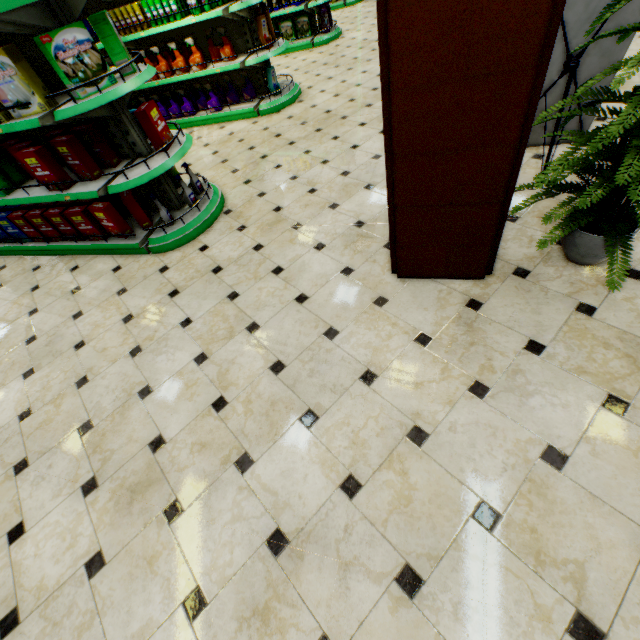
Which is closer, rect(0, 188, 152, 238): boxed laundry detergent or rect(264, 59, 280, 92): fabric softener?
rect(0, 188, 152, 238): boxed laundry detergent

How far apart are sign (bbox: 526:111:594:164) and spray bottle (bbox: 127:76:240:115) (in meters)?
4.85

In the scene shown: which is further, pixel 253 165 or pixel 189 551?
pixel 253 165

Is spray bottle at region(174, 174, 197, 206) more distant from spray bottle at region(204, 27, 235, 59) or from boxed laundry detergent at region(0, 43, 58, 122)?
→ spray bottle at region(204, 27, 235, 59)

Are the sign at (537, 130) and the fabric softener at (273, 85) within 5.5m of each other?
yes

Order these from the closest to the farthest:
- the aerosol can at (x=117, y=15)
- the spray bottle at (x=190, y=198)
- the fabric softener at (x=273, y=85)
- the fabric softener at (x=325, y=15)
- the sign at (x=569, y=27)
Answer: the sign at (x=569, y=27)
the spray bottle at (x=190, y=198)
the aerosol can at (x=117, y=15)
the fabric softener at (x=273, y=85)
the fabric softener at (x=325, y=15)

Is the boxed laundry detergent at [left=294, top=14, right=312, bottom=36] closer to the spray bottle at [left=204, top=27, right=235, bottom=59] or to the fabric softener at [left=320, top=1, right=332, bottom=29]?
the fabric softener at [left=320, top=1, right=332, bottom=29]

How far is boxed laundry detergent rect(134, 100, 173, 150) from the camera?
2.9m
